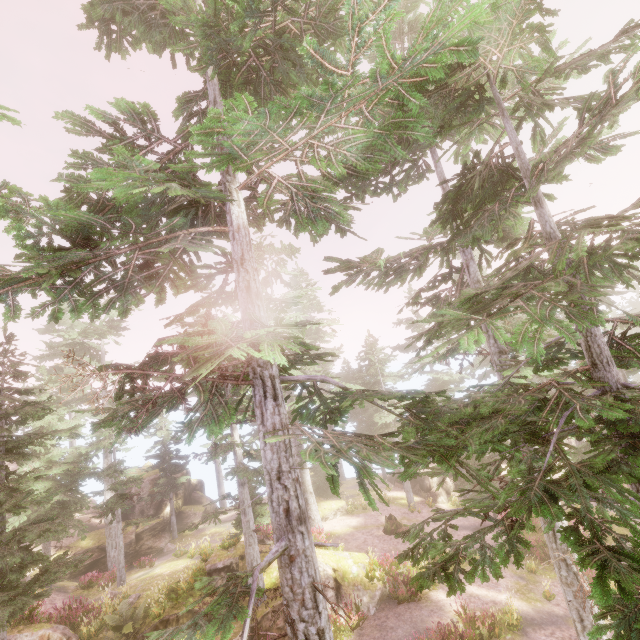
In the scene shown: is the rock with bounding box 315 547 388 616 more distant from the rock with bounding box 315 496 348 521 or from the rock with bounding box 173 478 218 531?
the rock with bounding box 173 478 218 531

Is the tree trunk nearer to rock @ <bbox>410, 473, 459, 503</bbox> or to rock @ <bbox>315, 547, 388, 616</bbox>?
rock @ <bbox>315, 547, 388, 616</bbox>

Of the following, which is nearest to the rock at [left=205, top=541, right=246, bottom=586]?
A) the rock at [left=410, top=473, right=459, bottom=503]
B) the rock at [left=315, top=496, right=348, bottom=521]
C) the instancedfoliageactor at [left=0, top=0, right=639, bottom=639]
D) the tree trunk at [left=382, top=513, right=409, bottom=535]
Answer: the instancedfoliageactor at [left=0, top=0, right=639, bottom=639]

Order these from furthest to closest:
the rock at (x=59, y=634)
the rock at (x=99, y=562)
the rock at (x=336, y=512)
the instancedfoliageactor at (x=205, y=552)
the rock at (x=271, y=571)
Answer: the rock at (x=336, y=512), the rock at (x=99, y=562), the instancedfoliageactor at (x=205, y=552), the rock at (x=271, y=571), the rock at (x=59, y=634)

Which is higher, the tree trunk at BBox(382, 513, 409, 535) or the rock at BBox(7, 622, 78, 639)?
the rock at BBox(7, 622, 78, 639)

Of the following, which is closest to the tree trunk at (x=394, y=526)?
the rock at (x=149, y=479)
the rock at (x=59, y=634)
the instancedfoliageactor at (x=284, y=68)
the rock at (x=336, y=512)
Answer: the instancedfoliageactor at (x=284, y=68)

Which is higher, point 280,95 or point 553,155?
point 280,95

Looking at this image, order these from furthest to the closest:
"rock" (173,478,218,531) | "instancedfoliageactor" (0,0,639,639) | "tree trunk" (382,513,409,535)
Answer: "rock" (173,478,218,531) < "tree trunk" (382,513,409,535) < "instancedfoliageactor" (0,0,639,639)
